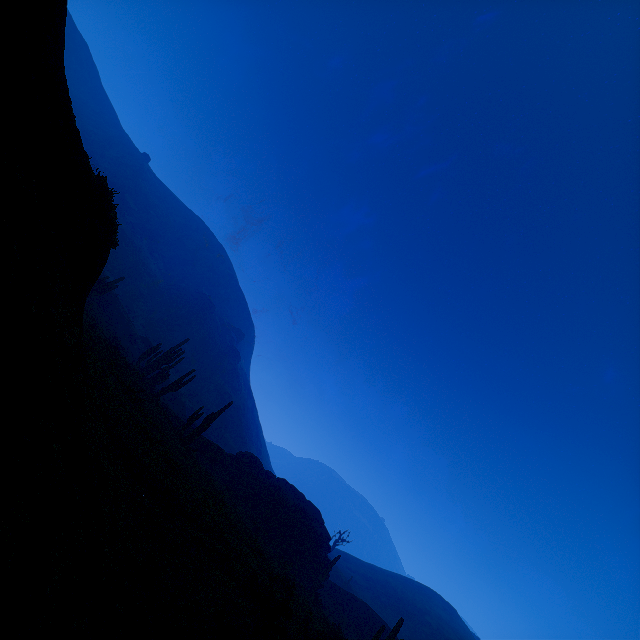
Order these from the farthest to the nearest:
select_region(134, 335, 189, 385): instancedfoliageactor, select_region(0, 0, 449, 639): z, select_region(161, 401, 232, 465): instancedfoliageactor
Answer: select_region(134, 335, 189, 385): instancedfoliageactor → select_region(161, 401, 232, 465): instancedfoliageactor → select_region(0, 0, 449, 639): z

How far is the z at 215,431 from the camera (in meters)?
56.00

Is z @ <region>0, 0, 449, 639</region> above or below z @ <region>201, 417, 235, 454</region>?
below

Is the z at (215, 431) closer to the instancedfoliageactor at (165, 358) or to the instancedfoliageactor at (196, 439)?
the instancedfoliageactor at (165, 358)

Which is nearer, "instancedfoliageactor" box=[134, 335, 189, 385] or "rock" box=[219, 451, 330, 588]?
"rock" box=[219, 451, 330, 588]

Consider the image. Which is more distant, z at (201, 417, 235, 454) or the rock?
z at (201, 417, 235, 454)

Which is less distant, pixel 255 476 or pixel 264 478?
pixel 264 478

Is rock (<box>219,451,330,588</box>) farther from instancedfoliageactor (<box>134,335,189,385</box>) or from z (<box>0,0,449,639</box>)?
instancedfoliageactor (<box>134,335,189,385</box>)
